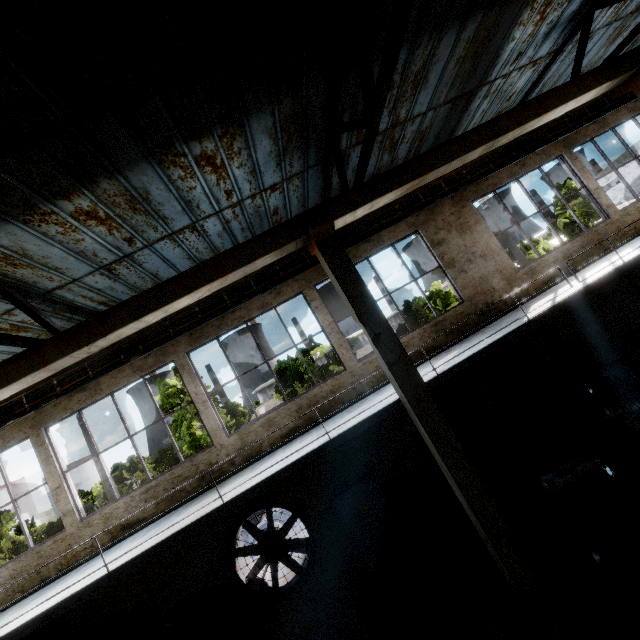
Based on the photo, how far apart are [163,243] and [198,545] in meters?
7.5 m

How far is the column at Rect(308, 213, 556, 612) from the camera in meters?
5.5

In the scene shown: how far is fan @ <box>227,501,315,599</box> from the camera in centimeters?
791cm

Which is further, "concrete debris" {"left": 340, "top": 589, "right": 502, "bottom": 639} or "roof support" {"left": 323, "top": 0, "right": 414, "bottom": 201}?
"concrete debris" {"left": 340, "top": 589, "right": 502, "bottom": 639}

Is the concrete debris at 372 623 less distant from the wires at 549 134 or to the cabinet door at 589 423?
the cabinet door at 589 423

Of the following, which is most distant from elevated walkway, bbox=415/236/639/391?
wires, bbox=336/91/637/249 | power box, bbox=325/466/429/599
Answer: wires, bbox=336/91/637/249

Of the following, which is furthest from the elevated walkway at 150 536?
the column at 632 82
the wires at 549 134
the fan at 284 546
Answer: the wires at 549 134

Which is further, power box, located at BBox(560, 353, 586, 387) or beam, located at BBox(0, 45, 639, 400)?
power box, located at BBox(560, 353, 586, 387)
